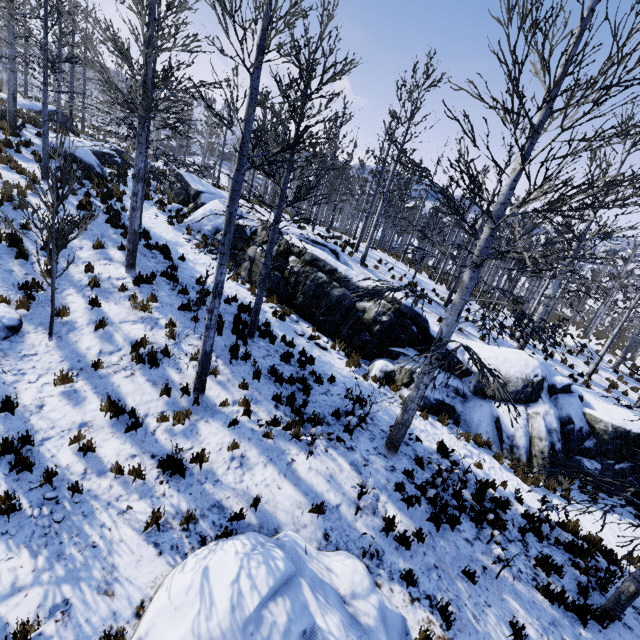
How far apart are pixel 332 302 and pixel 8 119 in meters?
17.9 m

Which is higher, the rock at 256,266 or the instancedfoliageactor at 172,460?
the rock at 256,266

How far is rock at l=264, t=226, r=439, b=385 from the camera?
11.5m

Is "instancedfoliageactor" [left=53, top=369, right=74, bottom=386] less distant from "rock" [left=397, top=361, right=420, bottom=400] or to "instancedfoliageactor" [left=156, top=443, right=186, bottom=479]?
"rock" [left=397, top=361, right=420, bottom=400]

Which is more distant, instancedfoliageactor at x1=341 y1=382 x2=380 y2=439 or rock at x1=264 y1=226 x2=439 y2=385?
rock at x1=264 y1=226 x2=439 y2=385

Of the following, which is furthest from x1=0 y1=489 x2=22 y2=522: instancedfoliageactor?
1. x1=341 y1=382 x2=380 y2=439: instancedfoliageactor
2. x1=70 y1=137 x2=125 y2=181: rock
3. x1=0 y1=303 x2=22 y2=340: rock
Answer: x1=70 y1=137 x2=125 y2=181: rock

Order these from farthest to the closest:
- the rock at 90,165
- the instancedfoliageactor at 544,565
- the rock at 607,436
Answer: the rock at 90,165 → the rock at 607,436 → the instancedfoliageactor at 544,565
